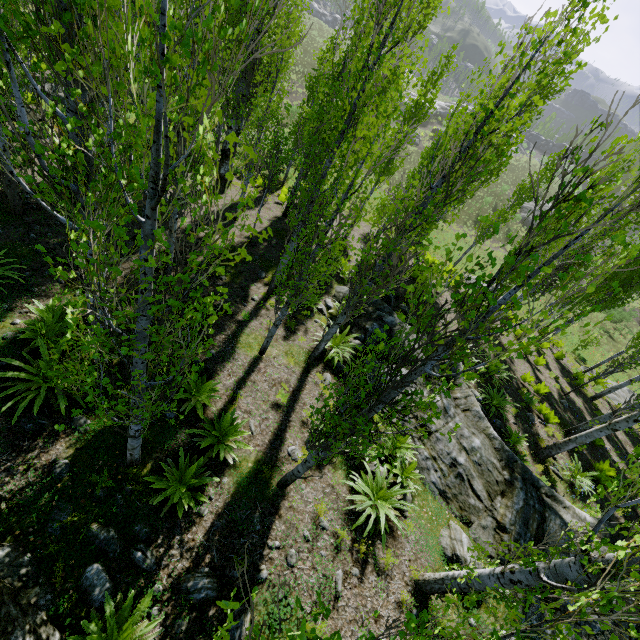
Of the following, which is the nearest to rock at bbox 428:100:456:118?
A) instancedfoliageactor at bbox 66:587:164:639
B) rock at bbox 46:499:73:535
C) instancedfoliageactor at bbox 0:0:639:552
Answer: instancedfoliageactor at bbox 0:0:639:552

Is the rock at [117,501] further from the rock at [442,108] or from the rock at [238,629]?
the rock at [442,108]

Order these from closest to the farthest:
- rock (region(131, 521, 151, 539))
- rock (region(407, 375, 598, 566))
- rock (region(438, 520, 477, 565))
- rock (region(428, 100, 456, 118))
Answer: rock (region(131, 521, 151, 539)) → rock (region(438, 520, 477, 565)) → rock (region(407, 375, 598, 566)) → rock (region(428, 100, 456, 118))

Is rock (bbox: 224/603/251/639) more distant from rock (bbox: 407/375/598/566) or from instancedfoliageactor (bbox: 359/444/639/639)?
rock (bbox: 407/375/598/566)

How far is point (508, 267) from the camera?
15.1m

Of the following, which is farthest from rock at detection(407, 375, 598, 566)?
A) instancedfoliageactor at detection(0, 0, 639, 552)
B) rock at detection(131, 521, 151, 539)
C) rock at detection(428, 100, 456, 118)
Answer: rock at detection(428, 100, 456, 118)

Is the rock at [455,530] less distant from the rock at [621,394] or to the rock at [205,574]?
the rock at [205,574]

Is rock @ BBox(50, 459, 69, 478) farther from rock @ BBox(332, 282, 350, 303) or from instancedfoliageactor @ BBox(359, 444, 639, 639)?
rock @ BBox(332, 282, 350, 303)
